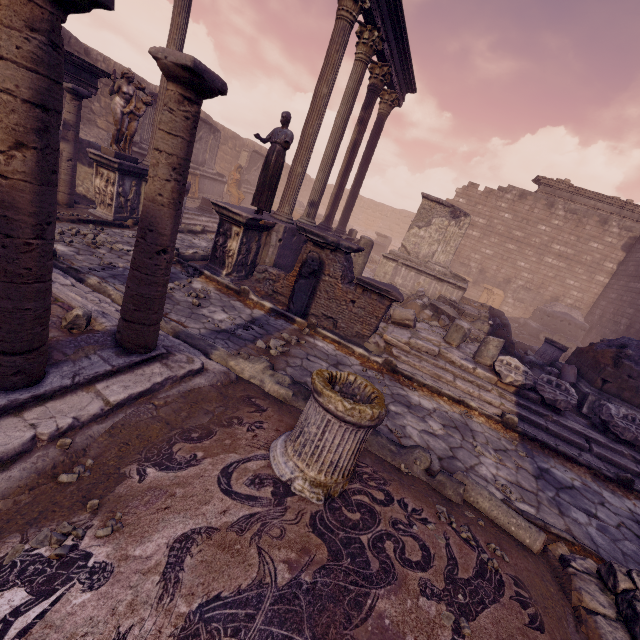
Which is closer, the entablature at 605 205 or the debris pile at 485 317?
the debris pile at 485 317

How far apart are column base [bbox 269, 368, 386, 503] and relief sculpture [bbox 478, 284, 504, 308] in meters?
18.9

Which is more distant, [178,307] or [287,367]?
[178,307]

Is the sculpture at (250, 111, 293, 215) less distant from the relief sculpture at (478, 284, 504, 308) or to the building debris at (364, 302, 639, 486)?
the building debris at (364, 302, 639, 486)

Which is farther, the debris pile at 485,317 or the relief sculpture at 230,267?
the debris pile at 485,317

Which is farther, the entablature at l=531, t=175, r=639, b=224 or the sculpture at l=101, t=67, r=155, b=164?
the entablature at l=531, t=175, r=639, b=224

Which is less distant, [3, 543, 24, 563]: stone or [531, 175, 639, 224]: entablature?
[3, 543, 24, 563]: stone

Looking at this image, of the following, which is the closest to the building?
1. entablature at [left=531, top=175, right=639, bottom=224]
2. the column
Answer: the column
